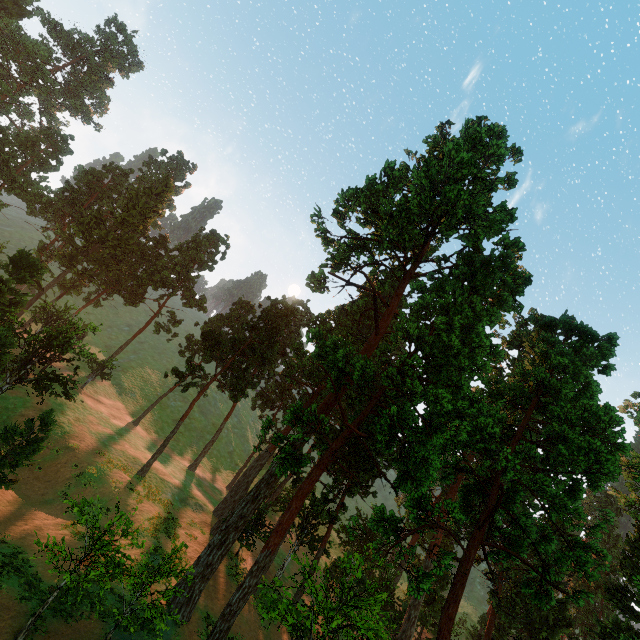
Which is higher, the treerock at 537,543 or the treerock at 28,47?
the treerock at 28,47

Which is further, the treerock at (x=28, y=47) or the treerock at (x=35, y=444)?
the treerock at (x=28, y=47)

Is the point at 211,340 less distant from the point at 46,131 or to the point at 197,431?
the point at 197,431

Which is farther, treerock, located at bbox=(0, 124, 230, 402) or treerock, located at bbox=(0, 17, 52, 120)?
treerock, located at bbox=(0, 17, 52, 120)

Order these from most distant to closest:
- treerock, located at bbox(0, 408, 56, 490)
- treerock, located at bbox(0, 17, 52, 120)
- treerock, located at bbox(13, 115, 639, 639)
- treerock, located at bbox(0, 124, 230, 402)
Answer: treerock, located at bbox(0, 17, 52, 120)
treerock, located at bbox(0, 124, 230, 402)
treerock, located at bbox(0, 408, 56, 490)
treerock, located at bbox(13, 115, 639, 639)

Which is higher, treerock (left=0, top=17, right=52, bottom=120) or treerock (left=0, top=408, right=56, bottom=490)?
treerock (left=0, top=17, right=52, bottom=120)
